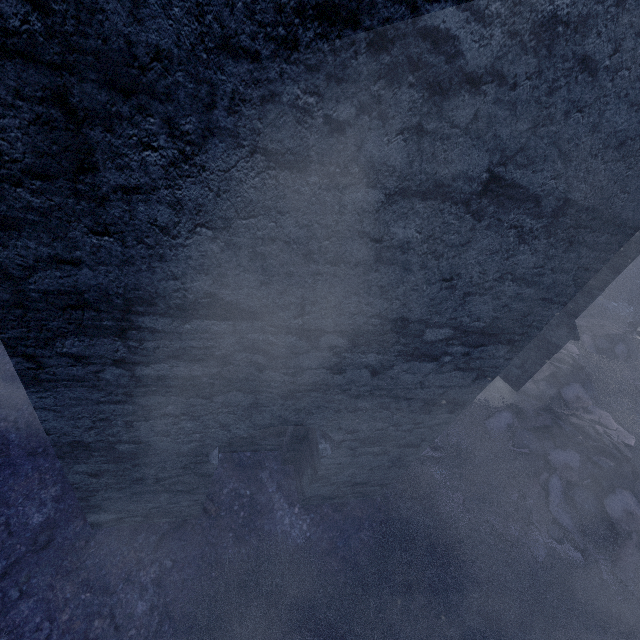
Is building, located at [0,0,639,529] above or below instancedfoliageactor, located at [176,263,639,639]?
above

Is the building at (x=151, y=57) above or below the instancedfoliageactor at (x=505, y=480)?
above

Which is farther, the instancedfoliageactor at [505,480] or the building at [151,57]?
the instancedfoliageactor at [505,480]

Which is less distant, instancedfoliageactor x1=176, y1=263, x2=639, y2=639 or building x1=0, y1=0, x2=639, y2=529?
building x1=0, y1=0, x2=639, y2=529

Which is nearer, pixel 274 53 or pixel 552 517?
pixel 274 53
